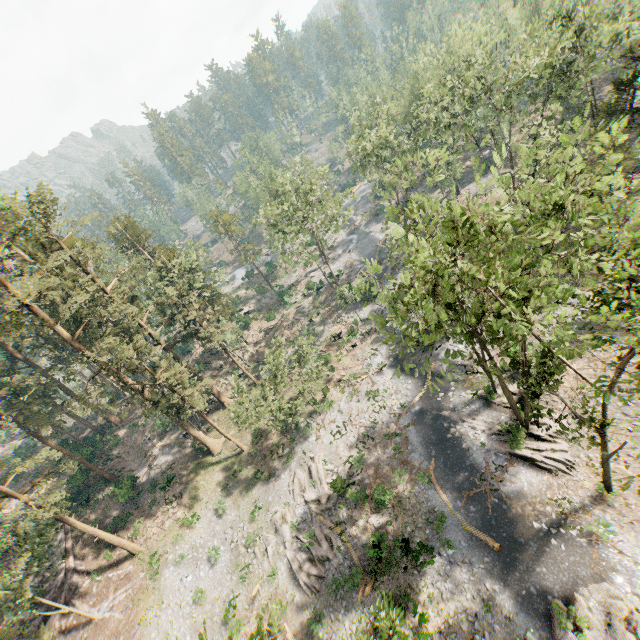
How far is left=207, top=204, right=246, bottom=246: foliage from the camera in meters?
56.3

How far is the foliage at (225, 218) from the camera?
56.3 meters

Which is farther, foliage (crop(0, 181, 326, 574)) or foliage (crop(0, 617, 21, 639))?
foliage (crop(0, 181, 326, 574))

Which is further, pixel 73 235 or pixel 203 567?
pixel 73 235

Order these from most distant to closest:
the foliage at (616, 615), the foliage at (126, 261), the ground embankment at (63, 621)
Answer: the ground embankment at (63, 621) < the foliage at (126, 261) < the foliage at (616, 615)

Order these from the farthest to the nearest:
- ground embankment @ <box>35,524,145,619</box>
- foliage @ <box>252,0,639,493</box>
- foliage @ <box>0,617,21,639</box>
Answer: ground embankment @ <box>35,524,145,619</box> < foliage @ <box>0,617,21,639</box> < foliage @ <box>252,0,639,493</box>
